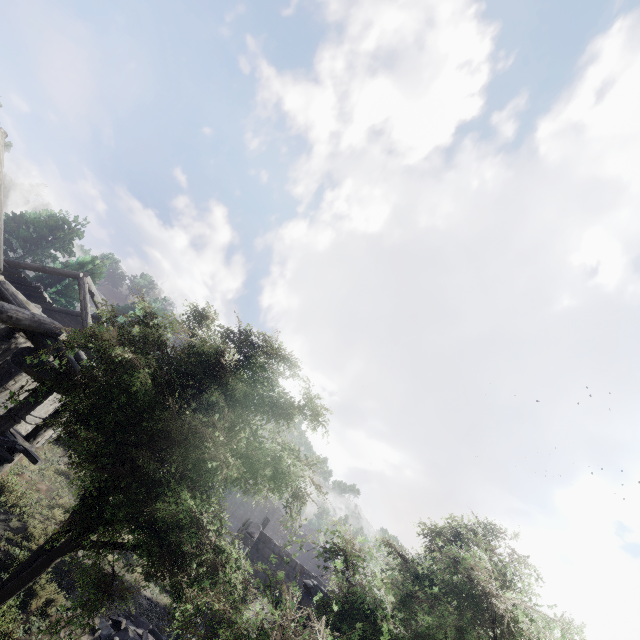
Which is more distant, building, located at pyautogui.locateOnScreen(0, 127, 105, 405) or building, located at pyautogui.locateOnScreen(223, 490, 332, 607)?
building, located at pyautogui.locateOnScreen(223, 490, 332, 607)

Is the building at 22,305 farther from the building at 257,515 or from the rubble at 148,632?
the building at 257,515

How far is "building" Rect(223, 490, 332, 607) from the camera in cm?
1375

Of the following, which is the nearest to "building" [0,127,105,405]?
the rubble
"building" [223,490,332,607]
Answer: the rubble

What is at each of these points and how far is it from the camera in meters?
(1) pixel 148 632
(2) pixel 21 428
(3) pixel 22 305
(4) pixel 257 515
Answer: (1) rubble, 10.9
(2) building, 14.0
(3) building, 8.6
(4) building, 41.3

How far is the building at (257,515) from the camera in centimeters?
1375cm
